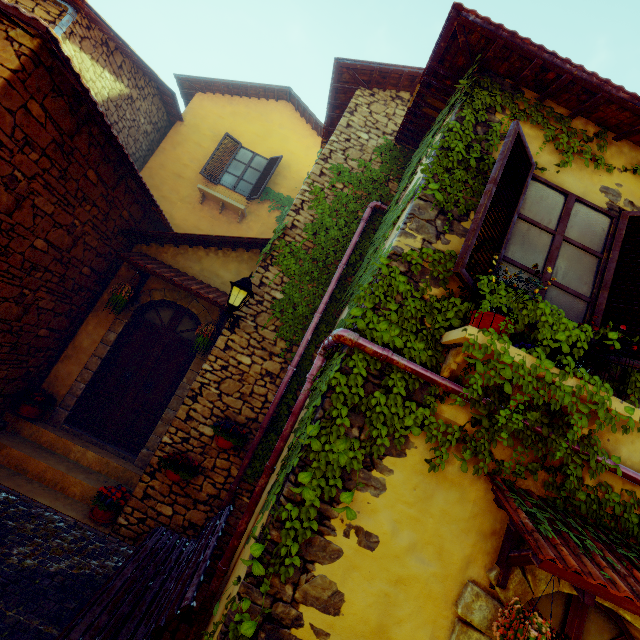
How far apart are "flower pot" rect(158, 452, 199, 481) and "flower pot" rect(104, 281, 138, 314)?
2.80m

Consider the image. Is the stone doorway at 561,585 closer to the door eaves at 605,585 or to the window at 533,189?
the door eaves at 605,585

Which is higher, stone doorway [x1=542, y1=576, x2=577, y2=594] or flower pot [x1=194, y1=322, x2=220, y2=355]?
flower pot [x1=194, y1=322, x2=220, y2=355]

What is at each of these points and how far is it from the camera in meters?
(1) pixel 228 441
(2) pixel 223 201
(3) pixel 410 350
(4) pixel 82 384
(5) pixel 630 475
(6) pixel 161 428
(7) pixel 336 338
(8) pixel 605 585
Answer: (1) flower pot, 4.9
(2) window sill, 9.5
(3) vines, 2.8
(4) stone doorway, 6.0
(5) pipe, 2.8
(6) stone doorway, 6.0
(7) pipe, 2.8
(8) door eaves, 2.0

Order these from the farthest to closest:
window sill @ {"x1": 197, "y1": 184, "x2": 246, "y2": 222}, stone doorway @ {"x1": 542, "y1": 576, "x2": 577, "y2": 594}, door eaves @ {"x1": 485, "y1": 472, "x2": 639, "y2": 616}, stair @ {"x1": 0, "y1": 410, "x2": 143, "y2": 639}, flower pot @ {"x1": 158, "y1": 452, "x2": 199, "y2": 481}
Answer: window sill @ {"x1": 197, "y1": 184, "x2": 246, "y2": 222} → flower pot @ {"x1": 158, "y1": 452, "x2": 199, "y2": 481} → stair @ {"x1": 0, "y1": 410, "x2": 143, "y2": 639} → stone doorway @ {"x1": 542, "y1": 576, "x2": 577, "y2": 594} → door eaves @ {"x1": 485, "y1": 472, "x2": 639, "y2": 616}

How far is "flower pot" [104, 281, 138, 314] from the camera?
5.8m

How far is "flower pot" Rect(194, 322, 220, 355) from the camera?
5.8 meters

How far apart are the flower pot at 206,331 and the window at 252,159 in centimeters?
511cm
